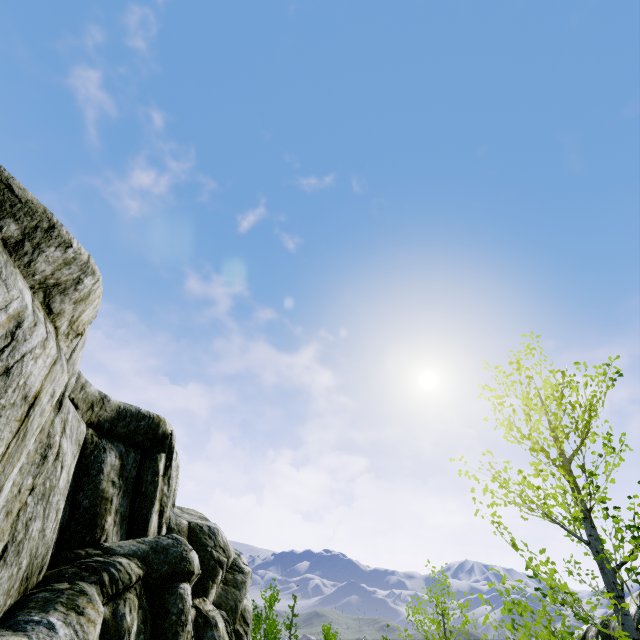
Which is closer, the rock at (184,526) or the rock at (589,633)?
the rock at (184,526)

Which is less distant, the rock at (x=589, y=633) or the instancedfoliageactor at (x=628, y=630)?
the instancedfoliageactor at (x=628, y=630)

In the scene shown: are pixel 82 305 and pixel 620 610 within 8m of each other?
no

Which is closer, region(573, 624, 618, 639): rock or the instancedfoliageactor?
the instancedfoliageactor

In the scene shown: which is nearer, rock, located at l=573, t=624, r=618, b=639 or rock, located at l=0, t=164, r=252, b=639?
rock, located at l=0, t=164, r=252, b=639
